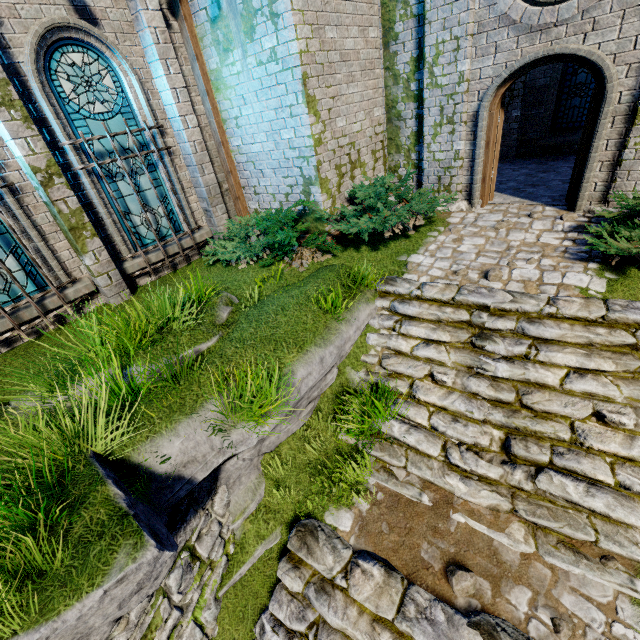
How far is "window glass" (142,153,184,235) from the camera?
7.1 meters

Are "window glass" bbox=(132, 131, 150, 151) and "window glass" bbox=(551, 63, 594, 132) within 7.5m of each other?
no

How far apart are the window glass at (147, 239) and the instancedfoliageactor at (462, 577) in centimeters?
816cm

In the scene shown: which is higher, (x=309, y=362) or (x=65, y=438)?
(x=65, y=438)

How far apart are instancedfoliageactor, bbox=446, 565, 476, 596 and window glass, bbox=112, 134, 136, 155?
8.2m

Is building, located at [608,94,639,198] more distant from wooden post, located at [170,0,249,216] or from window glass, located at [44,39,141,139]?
window glass, located at [44,39,141,139]

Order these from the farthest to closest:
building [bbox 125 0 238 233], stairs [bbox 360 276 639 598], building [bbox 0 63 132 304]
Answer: building [bbox 125 0 238 233] < building [bbox 0 63 132 304] < stairs [bbox 360 276 639 598]

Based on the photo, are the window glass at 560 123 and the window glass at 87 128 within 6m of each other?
no
